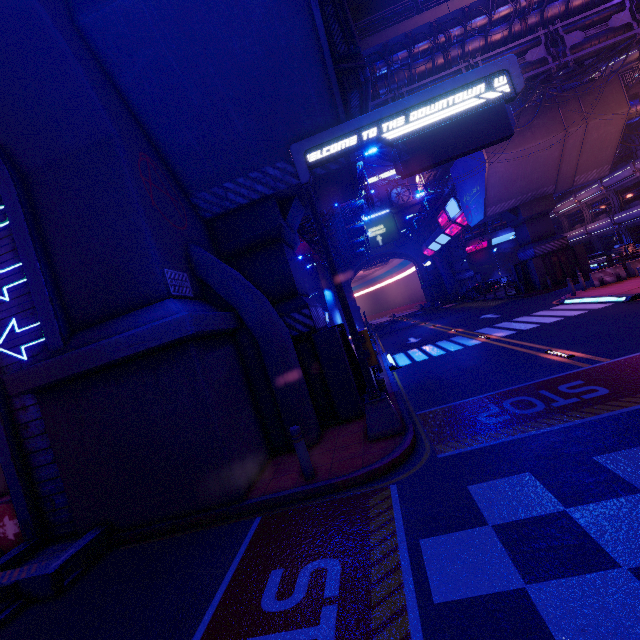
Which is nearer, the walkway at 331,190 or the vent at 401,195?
the walkway at 331,190

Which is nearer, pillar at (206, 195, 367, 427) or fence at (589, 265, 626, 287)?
pillar at (206, 195, 367, 427)

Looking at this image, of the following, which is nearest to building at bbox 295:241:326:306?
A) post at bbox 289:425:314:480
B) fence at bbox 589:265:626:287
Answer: fence at bbox 589:265:626:287

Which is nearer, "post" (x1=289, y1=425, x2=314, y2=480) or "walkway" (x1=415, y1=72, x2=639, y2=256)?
"post" (x1=289, y1=425, x2=314, y2=480)

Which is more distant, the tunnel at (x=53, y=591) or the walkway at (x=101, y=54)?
the walkway at (x=101, y=54)

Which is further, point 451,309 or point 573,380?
point 451,309

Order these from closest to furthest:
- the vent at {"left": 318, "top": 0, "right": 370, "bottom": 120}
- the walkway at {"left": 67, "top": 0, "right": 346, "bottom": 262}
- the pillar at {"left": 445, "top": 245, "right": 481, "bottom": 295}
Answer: the walkway at {"left": 67, "top": 0, "right": 346, "bottom": 262}
the vent at {"left": 318, "top": 0, "right": 370, "bottom": 120}
the pillar at {"left": 445, "top": 245, "right": 481, "bottom": 295}

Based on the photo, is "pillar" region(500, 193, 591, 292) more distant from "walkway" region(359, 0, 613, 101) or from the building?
the building
